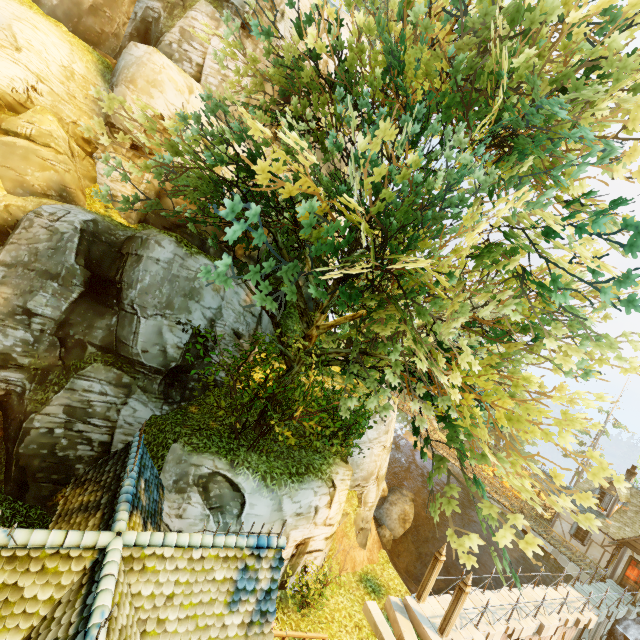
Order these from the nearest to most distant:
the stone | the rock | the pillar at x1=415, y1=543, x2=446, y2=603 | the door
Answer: the stone, the pillar at x1=415, y1=543, x2=446, y2=603, the door, the rock

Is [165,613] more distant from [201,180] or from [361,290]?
[201,180]

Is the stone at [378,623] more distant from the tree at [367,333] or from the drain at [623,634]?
the drain at [623,634]

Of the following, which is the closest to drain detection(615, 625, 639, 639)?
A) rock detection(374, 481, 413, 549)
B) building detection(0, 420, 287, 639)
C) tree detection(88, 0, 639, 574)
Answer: rock detection(374, 481, 413, 549)

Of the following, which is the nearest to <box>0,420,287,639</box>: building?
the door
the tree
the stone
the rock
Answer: the tree

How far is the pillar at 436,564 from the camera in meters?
13.4

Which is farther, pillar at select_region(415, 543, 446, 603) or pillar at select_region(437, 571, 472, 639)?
pillar at select_region(415, 543, 446, 603)

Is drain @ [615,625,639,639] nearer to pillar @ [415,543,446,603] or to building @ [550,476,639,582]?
building @ [550,476,639,582]
